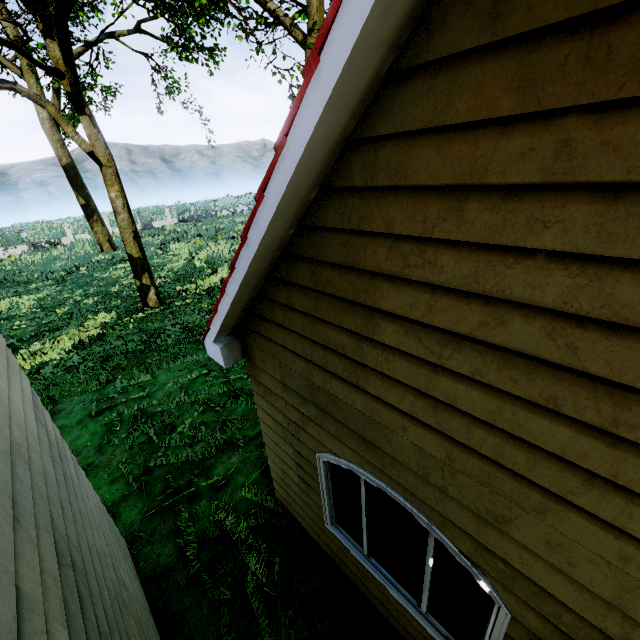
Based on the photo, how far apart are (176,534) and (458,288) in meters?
6.0 m
